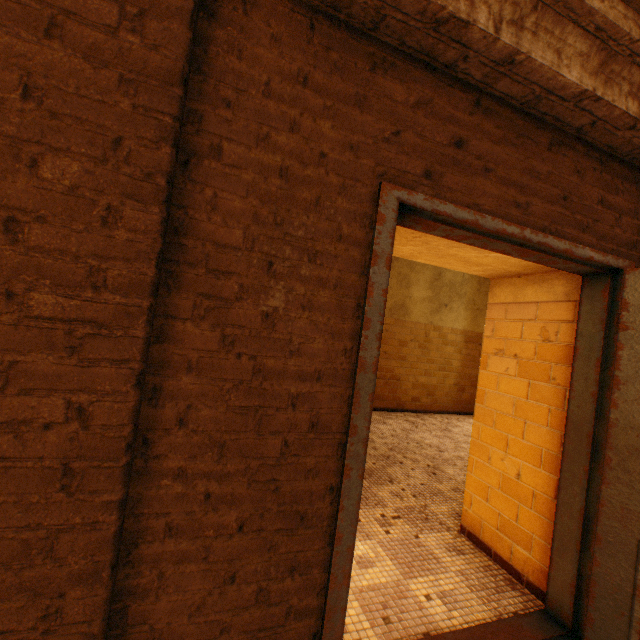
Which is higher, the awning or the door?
the awning

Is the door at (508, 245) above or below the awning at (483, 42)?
below

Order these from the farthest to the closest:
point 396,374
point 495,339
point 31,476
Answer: point 396,374 < point 495,339 < point 31,476
